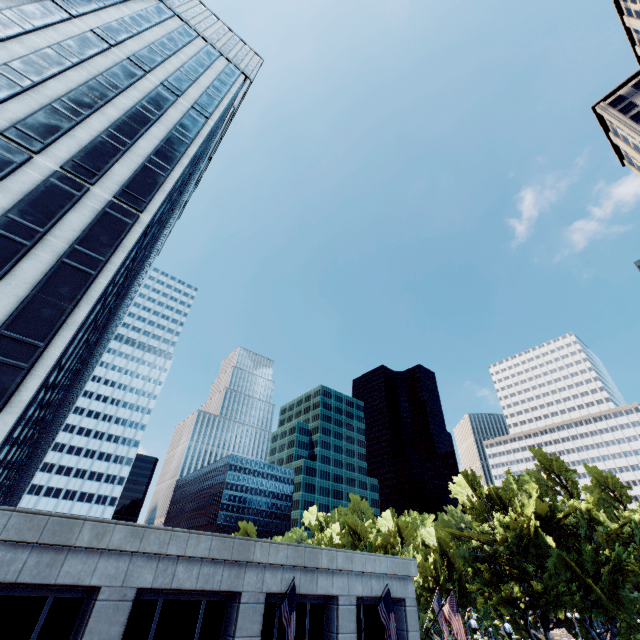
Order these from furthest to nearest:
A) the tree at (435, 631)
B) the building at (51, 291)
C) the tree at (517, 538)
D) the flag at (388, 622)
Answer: the tree at (435, 631)
the tree at (517, 538)
the flag at (388, 622)
the building at (51, 291)

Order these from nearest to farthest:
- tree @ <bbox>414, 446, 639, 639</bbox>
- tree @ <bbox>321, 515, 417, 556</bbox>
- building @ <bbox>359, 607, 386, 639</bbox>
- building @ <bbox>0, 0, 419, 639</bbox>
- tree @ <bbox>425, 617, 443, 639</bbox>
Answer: building @ <bbox>0, 0, 419, 639</bbox> → building @ <bbox>359, 607, 386, 639</bbox> → tree @ <bbox>414, 446, 639, 639</bbox> → tree @ <bbox>425, 617, 443, 639</bbox> → tree @ <bbox>321, 515, 417, 556</bbox>

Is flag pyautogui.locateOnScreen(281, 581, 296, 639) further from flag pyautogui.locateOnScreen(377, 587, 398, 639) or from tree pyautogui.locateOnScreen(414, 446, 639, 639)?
tree pyautogui.locateOnScreen(414, 446, 639, 639)

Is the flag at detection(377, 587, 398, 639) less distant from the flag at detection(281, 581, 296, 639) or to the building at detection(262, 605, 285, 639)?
the building at detection(262, 605, 285, 639)

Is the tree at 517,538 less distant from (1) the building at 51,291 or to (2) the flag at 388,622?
(1) the building at 51,291

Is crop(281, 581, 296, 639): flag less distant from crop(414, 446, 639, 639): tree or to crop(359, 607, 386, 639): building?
crop(359, 607, 386, 639): building

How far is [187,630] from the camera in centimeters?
1388cm

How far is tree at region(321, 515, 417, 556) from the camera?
56.3m
